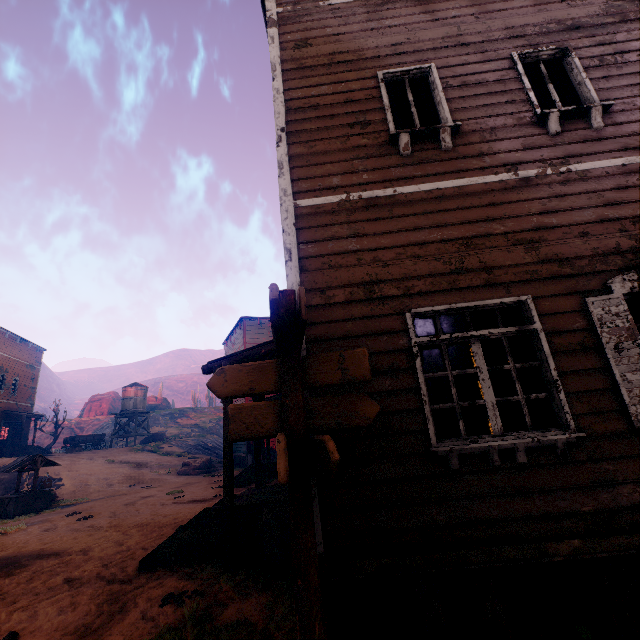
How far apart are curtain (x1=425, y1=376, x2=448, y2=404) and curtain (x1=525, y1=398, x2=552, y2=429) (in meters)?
0.77

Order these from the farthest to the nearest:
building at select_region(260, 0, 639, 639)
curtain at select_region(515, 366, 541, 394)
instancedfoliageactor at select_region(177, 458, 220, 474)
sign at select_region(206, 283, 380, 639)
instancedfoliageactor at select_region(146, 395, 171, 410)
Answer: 1. instancedfoliageactor at select_region(146, 395, 171, 410)
2. instancedfoliageactor at select_region(177, 458, 220, 474)
3. curtain at select_region(515, 366, 541, 394)
4. building at select_region(260, 0, 639, 639)
5. sign at select_region(206, 283, 380, 639)

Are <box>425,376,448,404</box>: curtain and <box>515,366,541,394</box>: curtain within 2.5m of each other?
yes

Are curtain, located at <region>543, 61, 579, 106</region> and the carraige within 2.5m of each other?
no

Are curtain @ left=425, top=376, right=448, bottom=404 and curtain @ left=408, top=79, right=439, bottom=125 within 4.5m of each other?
yes

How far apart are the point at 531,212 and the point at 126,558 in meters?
9.6 m

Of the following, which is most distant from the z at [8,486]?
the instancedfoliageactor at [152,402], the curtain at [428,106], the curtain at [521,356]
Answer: the curtain at [428,106]

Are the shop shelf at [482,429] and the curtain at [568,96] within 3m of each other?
no
